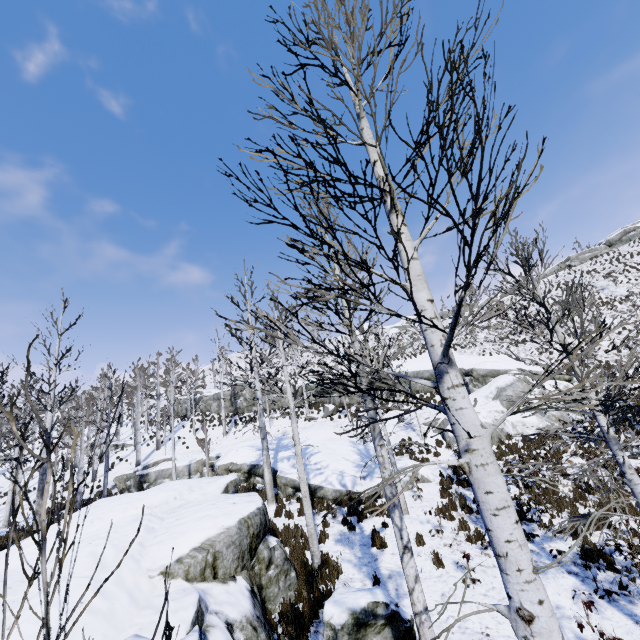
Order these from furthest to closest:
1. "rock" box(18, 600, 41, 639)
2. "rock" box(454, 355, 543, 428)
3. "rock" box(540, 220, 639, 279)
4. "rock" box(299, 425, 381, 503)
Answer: "rock" box(540, 220, 639, 279), "rock" box(454, 355, 543, 428), "rock" box(299, 425, 381, 503), "rock" box(18, 600, 41, 639)

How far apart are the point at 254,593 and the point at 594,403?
8.3 meters

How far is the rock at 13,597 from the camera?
5.25m

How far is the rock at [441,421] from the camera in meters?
18.7

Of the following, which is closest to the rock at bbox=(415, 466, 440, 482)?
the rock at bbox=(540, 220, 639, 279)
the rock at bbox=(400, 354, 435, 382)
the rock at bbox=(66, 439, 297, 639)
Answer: the rock at bbox=(400, 354, 435, 382)

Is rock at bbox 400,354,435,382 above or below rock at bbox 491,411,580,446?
above

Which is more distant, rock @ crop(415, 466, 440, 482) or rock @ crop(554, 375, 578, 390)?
rock @ crop(554, 375, 578, 390)
